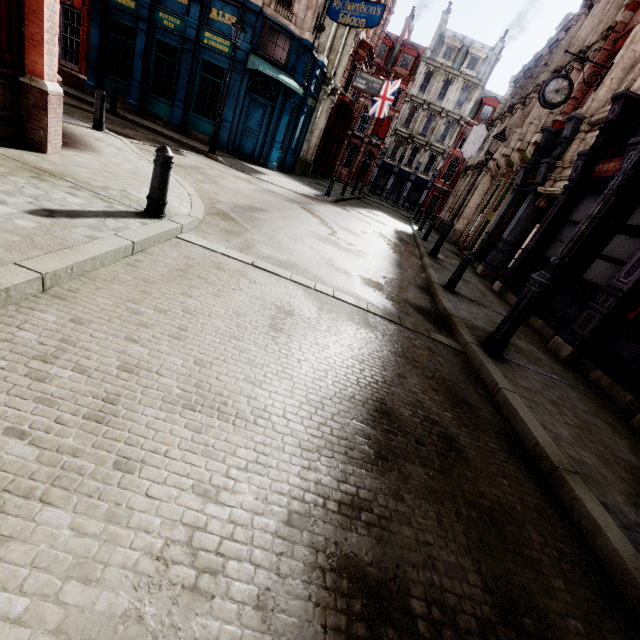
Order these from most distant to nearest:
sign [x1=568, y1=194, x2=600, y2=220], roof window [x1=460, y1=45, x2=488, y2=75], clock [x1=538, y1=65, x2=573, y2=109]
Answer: roof window [x1=460, y1=45, x2=488, y2=75]
clock [x1=538, y1=65, x2=573, y2=109]
sign [x1=568, y1=194, x2=600, y2=220]

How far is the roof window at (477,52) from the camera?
38.3 meters

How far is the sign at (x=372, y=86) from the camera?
21.64m

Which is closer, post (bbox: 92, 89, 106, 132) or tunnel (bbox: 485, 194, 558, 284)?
post (bbox: 92, 89, 106, 132)

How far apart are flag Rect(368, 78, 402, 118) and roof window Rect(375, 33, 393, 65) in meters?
17.7

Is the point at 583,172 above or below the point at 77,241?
above

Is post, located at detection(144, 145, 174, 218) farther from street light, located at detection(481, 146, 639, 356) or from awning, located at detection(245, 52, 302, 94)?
awning, located at detection(245, 52, 302, 94)

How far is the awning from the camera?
14.0m
